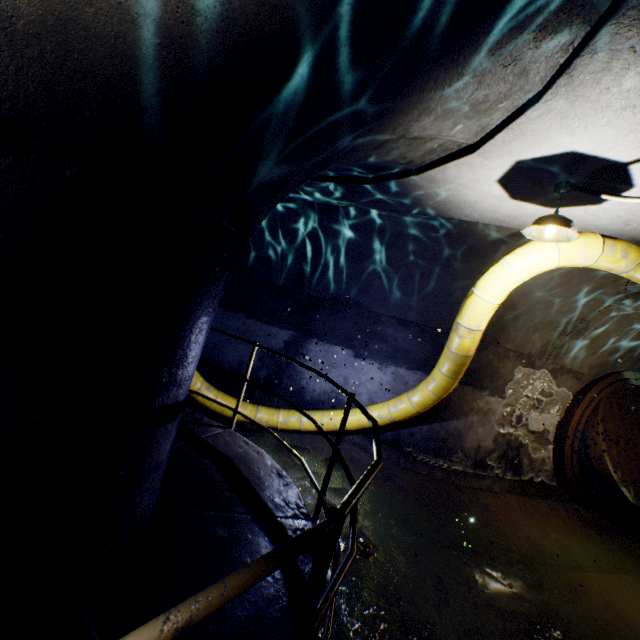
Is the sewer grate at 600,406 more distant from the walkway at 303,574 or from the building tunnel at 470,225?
the walkway at 303,574

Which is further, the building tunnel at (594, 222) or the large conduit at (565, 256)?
the large conduit at (565, 256)

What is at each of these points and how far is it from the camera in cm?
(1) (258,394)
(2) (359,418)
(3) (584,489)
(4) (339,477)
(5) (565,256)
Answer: (1) building tunnel, 755
(2) large conduit, 618
(3) sewer pipe, 679
(4) building tunnel, 574
(5) large conduit, 384

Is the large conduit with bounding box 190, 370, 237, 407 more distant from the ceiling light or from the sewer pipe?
the sewer pipe

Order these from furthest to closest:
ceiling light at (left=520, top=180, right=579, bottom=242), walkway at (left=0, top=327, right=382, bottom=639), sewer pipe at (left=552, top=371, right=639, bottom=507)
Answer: sewer pipe at (left=552, top=371, right=639, bottom=507), ceiling light at (left=520, top=180, right=579, bottom=242), walkway at (left=0, top=327, right=382, bottom=639)

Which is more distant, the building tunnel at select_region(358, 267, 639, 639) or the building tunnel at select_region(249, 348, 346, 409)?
the building tunnel at select_region(249, 348, 346, 409)

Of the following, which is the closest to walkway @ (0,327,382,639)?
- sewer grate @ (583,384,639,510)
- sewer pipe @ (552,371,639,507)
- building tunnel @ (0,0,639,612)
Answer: building tunnel @ (0,0,639,612)

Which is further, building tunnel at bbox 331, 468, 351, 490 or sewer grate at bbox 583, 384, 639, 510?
sewer grate at bbox 583, 384, 639, 510
